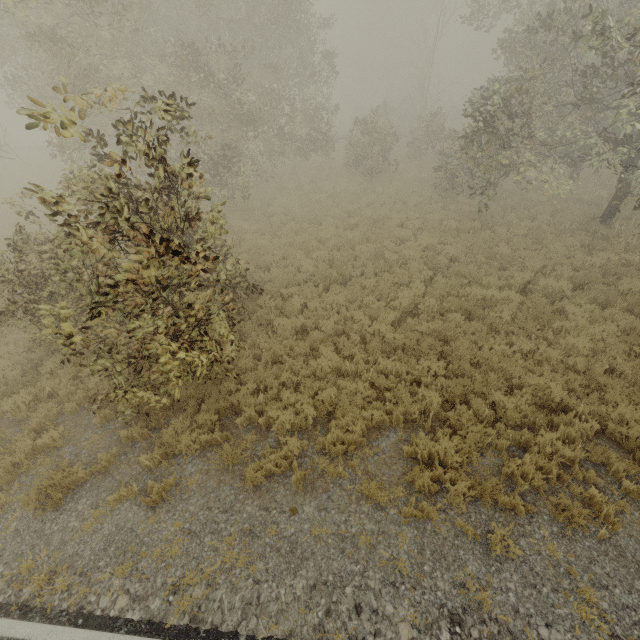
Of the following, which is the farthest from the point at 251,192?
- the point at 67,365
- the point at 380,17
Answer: the point at 380,17
